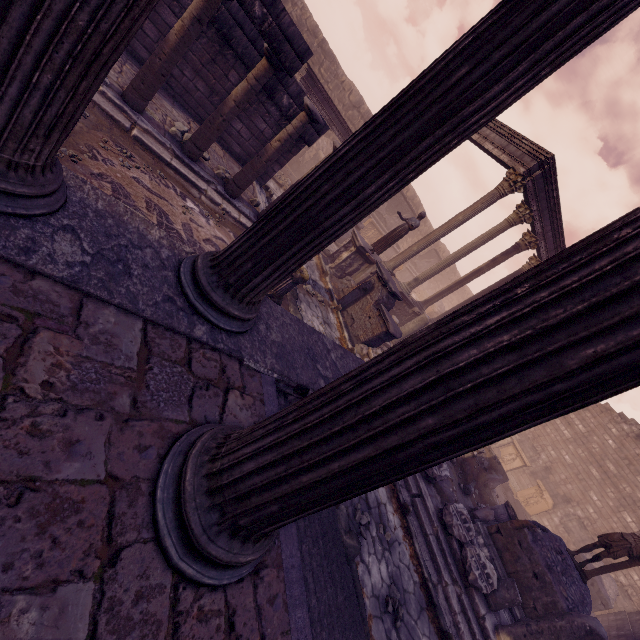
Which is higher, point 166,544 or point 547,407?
point 547,407

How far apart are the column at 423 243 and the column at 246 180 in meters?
6.8

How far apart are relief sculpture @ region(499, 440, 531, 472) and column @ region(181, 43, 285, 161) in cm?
2123

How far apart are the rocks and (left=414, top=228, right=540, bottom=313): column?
11.13m

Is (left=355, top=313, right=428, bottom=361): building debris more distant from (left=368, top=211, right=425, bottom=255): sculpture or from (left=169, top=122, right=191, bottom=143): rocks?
(left=169, top=122, right=191, bottom=143): rocks

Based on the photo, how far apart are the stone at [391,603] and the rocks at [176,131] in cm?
881

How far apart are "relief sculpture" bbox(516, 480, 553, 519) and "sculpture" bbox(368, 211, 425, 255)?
15.72m

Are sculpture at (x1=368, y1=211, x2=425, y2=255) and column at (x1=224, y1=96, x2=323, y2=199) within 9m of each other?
yes
